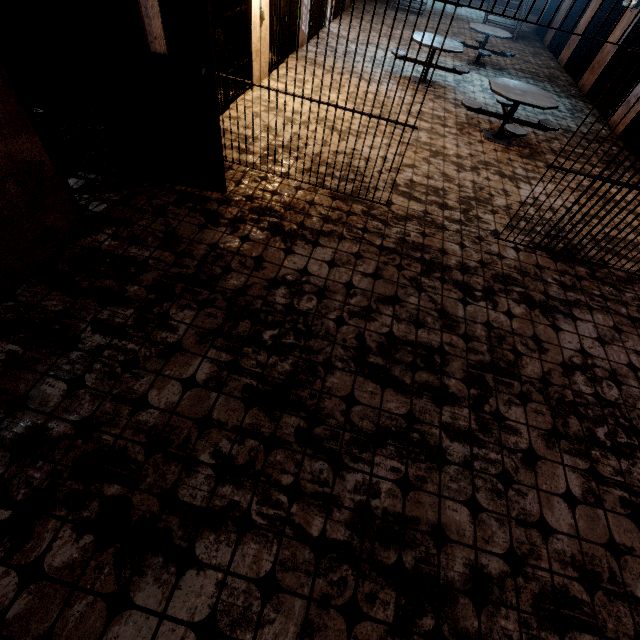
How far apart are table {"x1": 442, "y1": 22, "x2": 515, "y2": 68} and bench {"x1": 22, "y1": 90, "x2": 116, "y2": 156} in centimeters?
991cm

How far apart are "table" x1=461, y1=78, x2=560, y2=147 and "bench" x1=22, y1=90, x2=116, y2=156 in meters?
6.0 m

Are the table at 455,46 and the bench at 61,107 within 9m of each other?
no

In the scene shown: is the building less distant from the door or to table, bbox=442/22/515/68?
table, bbox=442/22/515/68

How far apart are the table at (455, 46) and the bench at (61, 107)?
9.9m

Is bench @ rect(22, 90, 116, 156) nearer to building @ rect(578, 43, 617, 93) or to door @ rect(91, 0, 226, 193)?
door @ rect(91, 0, 226, 193)

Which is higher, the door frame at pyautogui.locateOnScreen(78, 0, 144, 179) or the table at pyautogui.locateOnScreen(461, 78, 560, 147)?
the door frame at pyautogui.locateOnScreen(78, 0, 144, 179)

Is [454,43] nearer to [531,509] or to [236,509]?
[531,509]
